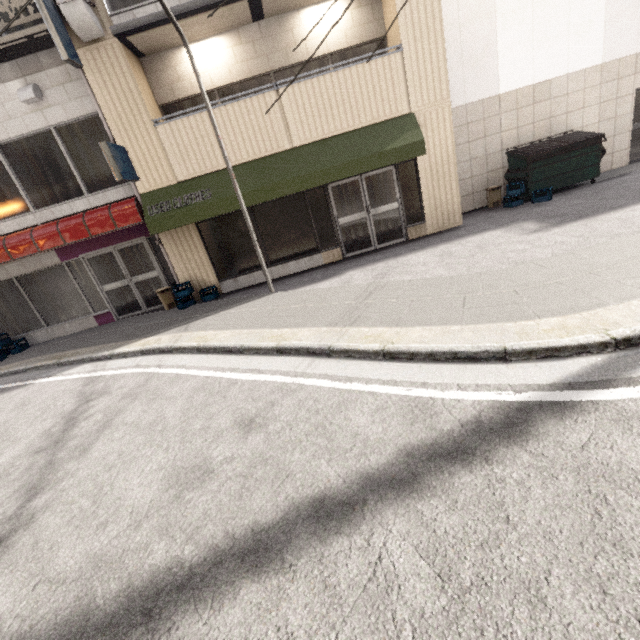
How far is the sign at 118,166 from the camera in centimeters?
675cm

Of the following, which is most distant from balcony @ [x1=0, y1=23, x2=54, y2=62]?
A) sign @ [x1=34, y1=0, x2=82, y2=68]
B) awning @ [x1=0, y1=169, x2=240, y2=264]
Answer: awning @ [x1=0, y1=169, x2=240, y2=264]

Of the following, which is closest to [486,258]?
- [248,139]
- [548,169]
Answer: [548,169]

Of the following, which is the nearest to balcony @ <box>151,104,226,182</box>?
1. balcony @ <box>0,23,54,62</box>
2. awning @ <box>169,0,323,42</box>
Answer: awning @ <box>169,0,323,42</box>

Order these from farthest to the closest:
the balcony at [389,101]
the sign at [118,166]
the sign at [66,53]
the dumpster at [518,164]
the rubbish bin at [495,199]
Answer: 1. the rubbish bin at [495,199]
2. the dumpster at [518,164]
3. the balcony at [389,101]
4. the sign at [118,166]
5. the sign at [66,53]

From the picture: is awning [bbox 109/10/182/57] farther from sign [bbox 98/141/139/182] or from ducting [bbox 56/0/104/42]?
sign [bbox 98/141/139/182]

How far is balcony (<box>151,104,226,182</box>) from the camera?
7.49m

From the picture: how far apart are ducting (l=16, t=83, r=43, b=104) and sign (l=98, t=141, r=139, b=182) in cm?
205
